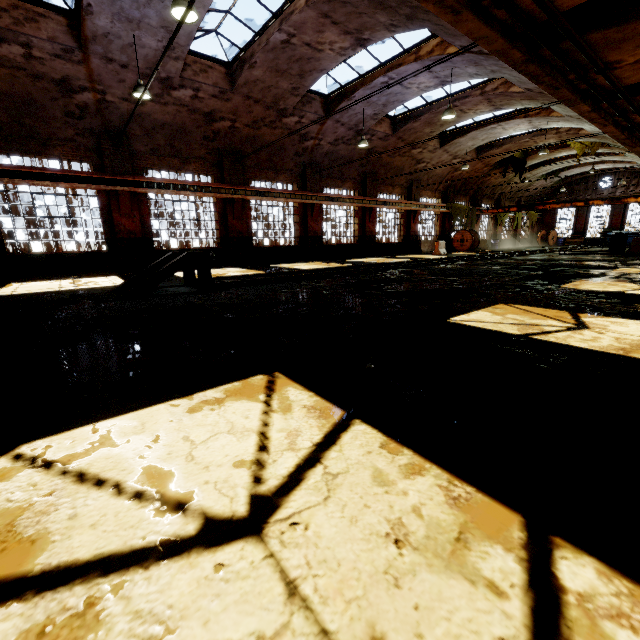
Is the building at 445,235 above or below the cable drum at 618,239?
above

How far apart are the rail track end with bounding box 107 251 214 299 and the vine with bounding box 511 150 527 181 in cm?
2877

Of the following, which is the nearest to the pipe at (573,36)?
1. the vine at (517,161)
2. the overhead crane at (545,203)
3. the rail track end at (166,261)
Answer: the overhead crane at (545,203)

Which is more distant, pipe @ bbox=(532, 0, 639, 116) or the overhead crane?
the overhead crane

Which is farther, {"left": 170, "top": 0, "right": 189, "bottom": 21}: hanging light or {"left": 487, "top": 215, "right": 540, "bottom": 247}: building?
{"left": 487, "top": 215, "right": 540, "bottom": 247}: building

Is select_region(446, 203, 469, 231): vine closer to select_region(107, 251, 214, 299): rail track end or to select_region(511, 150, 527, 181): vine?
select_region(511, 150, 527, 181): vine

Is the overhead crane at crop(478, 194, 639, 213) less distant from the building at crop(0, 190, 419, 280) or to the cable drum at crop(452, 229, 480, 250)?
the building at crop(0, 190, 419, 280)

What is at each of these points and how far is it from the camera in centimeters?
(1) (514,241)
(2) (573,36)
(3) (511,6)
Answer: (1) building, 3759cm
(2) pipe, 624cm
(3) pipe, 541cm
